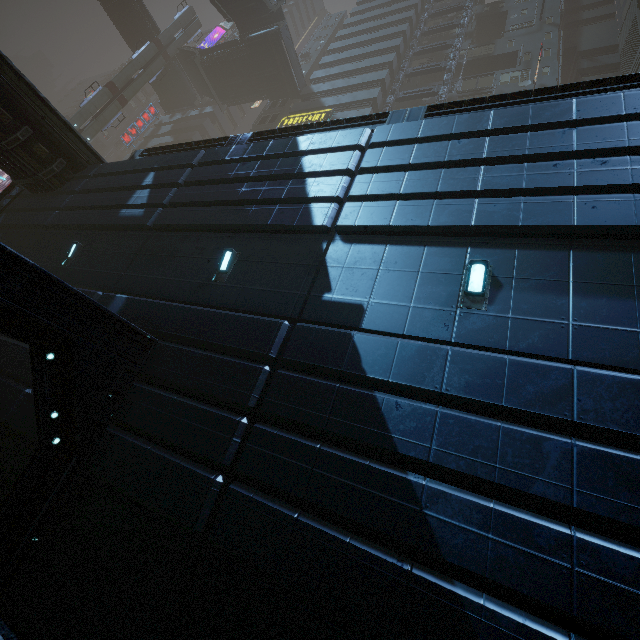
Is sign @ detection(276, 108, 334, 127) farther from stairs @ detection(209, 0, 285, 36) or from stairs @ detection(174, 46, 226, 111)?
stairs @ detection(174, 46, 226, 111)

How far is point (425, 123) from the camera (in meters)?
7.75

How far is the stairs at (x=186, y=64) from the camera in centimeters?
3629cm

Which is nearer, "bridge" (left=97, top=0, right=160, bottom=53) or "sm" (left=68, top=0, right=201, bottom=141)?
"sm" (left=68, top=0, right=201, bottom=141)

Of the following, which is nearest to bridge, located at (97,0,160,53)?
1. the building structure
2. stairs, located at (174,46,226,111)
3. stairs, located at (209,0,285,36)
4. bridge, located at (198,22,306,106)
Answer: stairs, located at (174,46,226,111)

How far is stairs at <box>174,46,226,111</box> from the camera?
36.3 meters

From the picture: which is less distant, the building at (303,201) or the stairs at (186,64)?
the building at (303,201)

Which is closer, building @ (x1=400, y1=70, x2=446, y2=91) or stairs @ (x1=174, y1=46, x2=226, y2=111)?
building @ (x1=400, y1=70, x2=446, y2=91)
